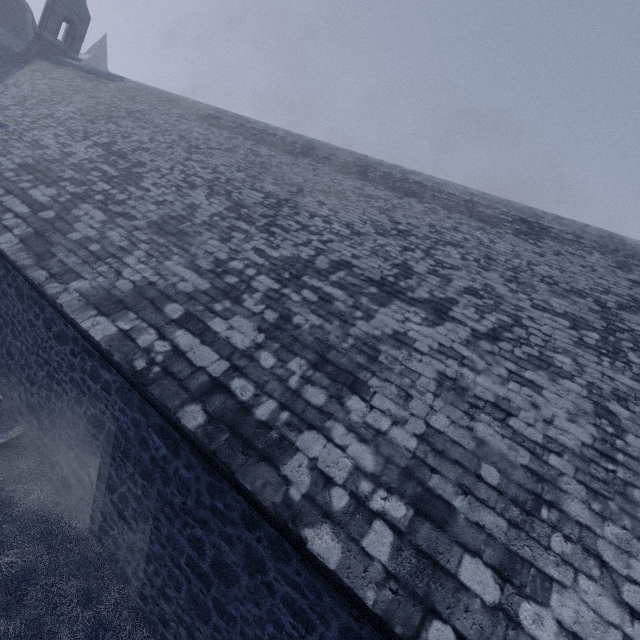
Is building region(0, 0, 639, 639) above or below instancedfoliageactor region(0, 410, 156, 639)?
above

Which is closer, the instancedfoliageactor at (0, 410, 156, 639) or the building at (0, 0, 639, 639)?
Answer: the building at (0, 0, 639, 639)

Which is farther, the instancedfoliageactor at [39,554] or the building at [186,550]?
the instancedfoliageactor at [39,554]

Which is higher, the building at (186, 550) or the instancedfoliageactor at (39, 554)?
the building at (186, 550)

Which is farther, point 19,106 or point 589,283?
point 19,106
